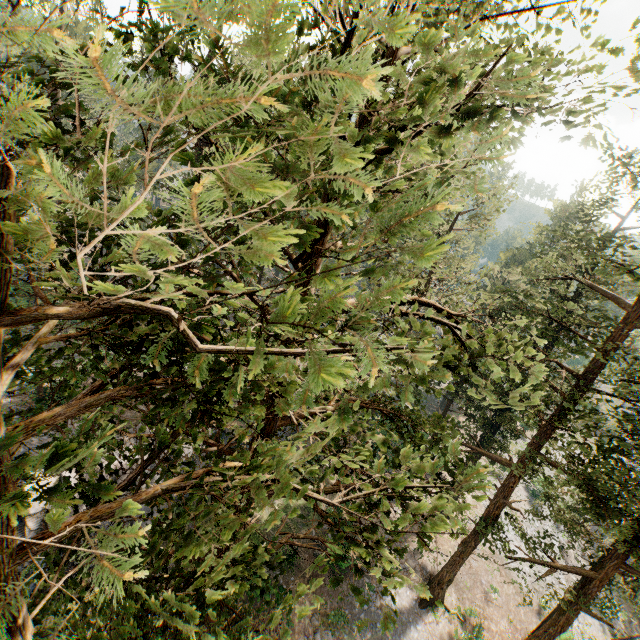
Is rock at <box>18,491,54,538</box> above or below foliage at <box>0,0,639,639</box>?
below

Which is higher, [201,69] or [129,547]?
[201,69]

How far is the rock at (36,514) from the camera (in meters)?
18.75

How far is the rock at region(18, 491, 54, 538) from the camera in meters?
18.8

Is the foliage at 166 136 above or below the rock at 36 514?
above

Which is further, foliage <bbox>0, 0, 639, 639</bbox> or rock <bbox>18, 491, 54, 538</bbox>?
rock <bbox>18, 491, 54, 538</bbox>
